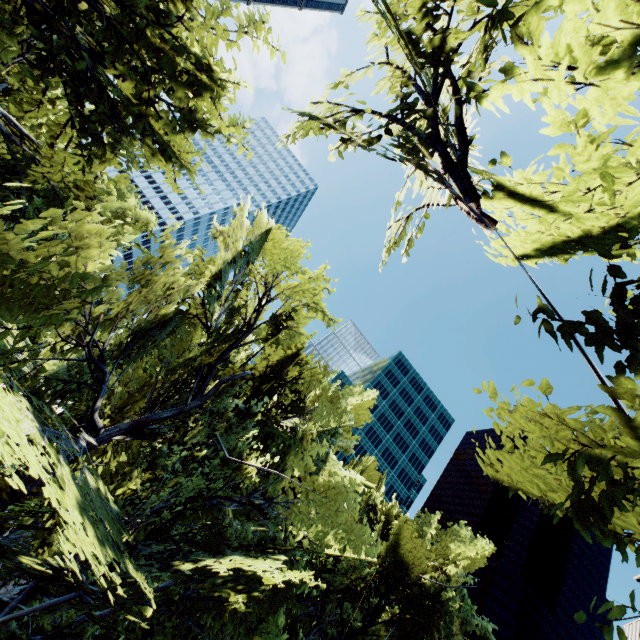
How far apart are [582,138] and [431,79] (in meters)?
3.43

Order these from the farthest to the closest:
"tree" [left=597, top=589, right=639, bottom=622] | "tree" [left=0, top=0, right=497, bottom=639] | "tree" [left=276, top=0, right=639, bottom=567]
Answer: "tree" [left=0, top=0, right=497, bottom=639] < "tree" [left=597, top=589, right=639, bottom=622] < "tree" [left=276, top=0, right=639, bottom=567]

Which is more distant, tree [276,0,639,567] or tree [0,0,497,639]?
tree [0,0,497,639]

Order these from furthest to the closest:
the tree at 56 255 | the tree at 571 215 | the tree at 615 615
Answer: the tree at 56 255, the tree at 615 615, the tree at 571 215

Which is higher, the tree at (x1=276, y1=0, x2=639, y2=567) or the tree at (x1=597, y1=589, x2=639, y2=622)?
the tree at (x1=276, y1=0, x2=639, y2=567)

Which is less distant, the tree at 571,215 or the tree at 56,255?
the tree at 571,215
